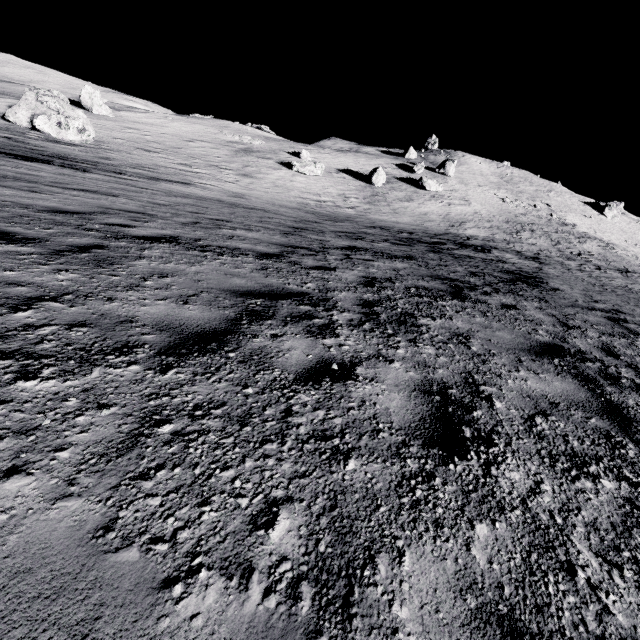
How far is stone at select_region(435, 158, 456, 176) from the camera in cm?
4925

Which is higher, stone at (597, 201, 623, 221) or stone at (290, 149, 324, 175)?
stone at (597, 201, 623, 221)

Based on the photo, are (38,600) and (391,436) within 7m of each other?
yes

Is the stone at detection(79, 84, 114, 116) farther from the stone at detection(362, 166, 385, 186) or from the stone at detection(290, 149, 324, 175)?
the stone at detection(362, 166, 385, 186)

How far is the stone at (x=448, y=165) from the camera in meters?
49.2 m

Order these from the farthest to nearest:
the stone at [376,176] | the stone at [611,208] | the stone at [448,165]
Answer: the stone at [611,208] → the stone at [448,165] → the stone at [376,176]

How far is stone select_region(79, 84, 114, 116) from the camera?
Answer: 33.5 meters

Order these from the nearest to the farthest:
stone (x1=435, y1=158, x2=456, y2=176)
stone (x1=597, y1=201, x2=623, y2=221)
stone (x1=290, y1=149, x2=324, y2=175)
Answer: stone (x1=290, y1=149, x2=324, y2=175) < stone (x1=435, y1=158, x2=456, y2=176) < stone (x1=597, y1=201, x2=623, y2=221)
